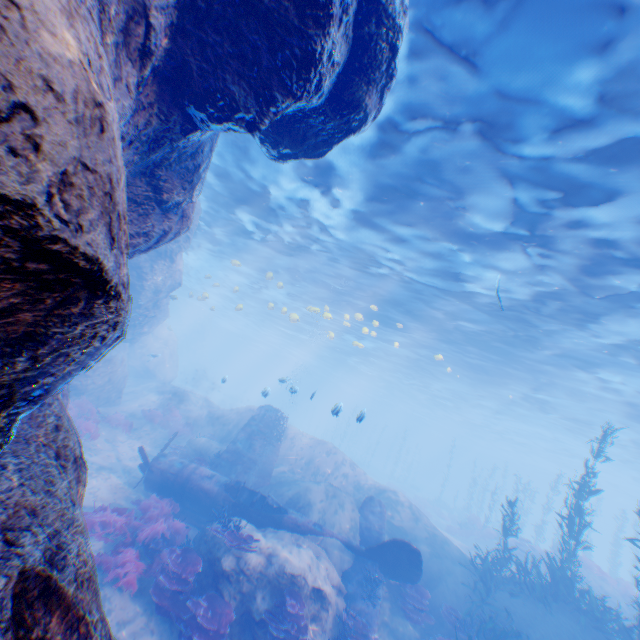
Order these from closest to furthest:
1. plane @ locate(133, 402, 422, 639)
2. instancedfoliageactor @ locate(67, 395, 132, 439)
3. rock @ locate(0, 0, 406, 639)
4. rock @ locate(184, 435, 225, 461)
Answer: rock @ locate(0, 0, 406, 639) < plane @ locate(133, 402, 422, 639) < instancedfoliageactor @ locate(67, 395, 132, 439) < rock @ locate(184, 435, 225, 461)

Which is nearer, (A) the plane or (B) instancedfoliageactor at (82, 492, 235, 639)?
(B) instancedfoliageactor at (82, 492, 235, 639)

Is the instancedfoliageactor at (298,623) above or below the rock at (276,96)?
below

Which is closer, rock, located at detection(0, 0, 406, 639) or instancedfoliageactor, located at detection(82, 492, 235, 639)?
rock, located at detection(0, 0, 406, 639)

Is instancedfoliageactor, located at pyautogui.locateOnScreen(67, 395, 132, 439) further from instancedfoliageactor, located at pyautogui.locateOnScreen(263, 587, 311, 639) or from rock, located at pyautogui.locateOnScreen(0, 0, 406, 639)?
instancedfoliageactor, located at pyautogui.locateOnScreen(263, 587, 311, 639)

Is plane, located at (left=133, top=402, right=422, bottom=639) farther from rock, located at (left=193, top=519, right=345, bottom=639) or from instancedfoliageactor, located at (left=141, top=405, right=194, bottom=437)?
instancedfoliageactor, located at (left=141, top=405, right=194, bottom=437)

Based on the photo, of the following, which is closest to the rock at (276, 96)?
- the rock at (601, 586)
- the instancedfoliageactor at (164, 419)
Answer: the instancedfoliageactor at (164, 419)

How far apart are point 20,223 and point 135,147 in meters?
3.8 m
